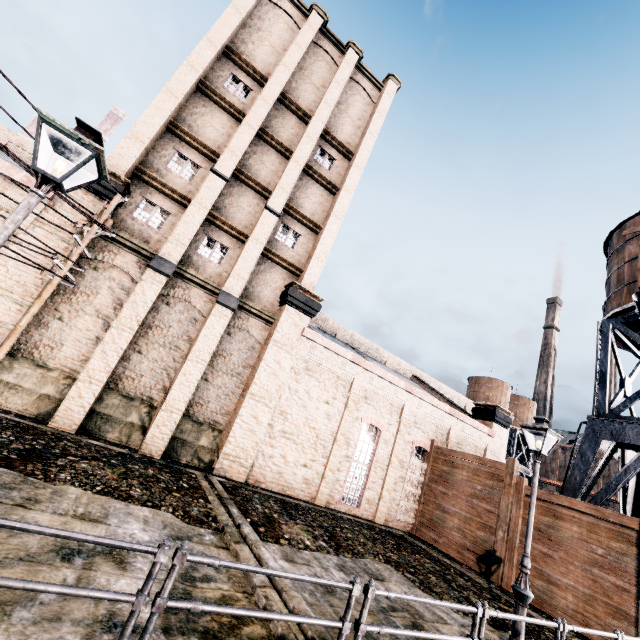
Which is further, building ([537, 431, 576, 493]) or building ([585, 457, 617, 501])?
building ([537, 431, 576, 493])

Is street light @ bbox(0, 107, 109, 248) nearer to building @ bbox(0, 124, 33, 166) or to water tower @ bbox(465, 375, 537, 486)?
building @ bbox(0, 124, 33, 166)

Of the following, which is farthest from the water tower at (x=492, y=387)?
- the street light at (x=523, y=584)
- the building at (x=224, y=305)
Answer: the street light at (x=523, y=584)

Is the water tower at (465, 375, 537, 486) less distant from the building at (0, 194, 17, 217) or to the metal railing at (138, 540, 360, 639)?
the building at (0, 194, 17, 217)

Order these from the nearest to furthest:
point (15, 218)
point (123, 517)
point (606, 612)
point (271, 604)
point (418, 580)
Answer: point (15, 218) → point (271, 604) → point (123, 517) → point (418, 580) → point (606, 612)

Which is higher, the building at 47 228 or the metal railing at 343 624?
the building at 47 228

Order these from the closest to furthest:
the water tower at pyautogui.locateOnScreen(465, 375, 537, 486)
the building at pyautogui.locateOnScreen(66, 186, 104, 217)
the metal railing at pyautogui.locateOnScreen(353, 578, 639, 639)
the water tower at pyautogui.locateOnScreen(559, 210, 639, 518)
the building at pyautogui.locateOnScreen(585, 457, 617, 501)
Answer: the metal railing at pyautogui.locateOnScreen(353, 578, 639, 639) → the building at pyautogui.locateOnScreen(66, 186, 104, 217) → the water tower at pyautogui.locateOnScreen(559, 210, 639, 518) → the building at pyautogui.locateOnScreen(585, 457, 617, 501) → the water tower at pyautogui.locateOnScreen(465, 375, 537, 486)

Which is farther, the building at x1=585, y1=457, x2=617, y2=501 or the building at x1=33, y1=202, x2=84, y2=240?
the building at x1=585, y1=457, x2=617, y2=501
